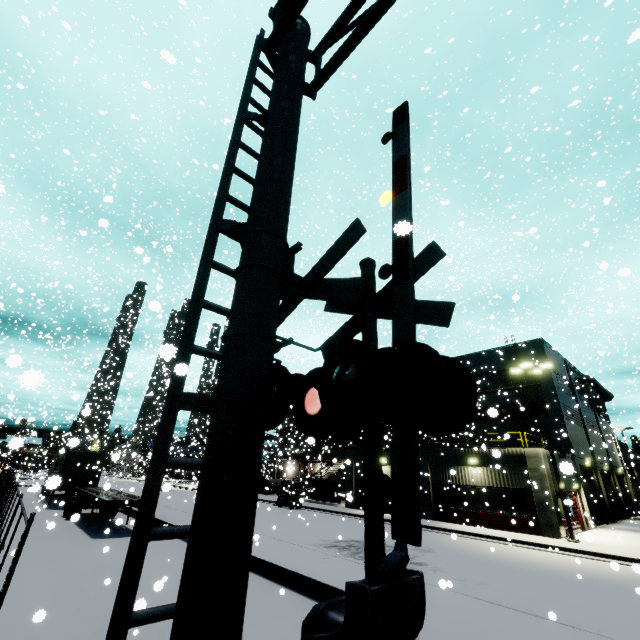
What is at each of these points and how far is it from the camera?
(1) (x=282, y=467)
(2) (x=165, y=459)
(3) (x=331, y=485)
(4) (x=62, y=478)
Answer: (1) building, 10.2m
(2) railroad crossing overhang, 2.5m
(3) tarp, 32.0m
(4) semi trailer, 23.9m

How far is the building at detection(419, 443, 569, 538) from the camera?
19.3m

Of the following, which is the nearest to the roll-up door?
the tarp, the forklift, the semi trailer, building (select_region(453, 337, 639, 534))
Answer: building (select_region(453, 337, 639, 534))

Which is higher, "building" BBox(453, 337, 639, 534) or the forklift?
"building" BBox(453, 337, 639, 534)

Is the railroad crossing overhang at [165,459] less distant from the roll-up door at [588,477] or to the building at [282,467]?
the building at [282,467]

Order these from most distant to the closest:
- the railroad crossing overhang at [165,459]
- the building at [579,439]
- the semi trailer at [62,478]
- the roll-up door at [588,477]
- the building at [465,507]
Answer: the roll-up door at [588,477] → the building at [579,439] → the building at [465,507] → the semi trailer at [62,478] → the railroad crossing overhang at [165,459]

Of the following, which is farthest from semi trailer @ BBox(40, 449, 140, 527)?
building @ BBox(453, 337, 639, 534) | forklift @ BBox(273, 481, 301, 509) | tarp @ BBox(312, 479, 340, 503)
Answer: forklift @ BBox(273, 481, 301, 509)
